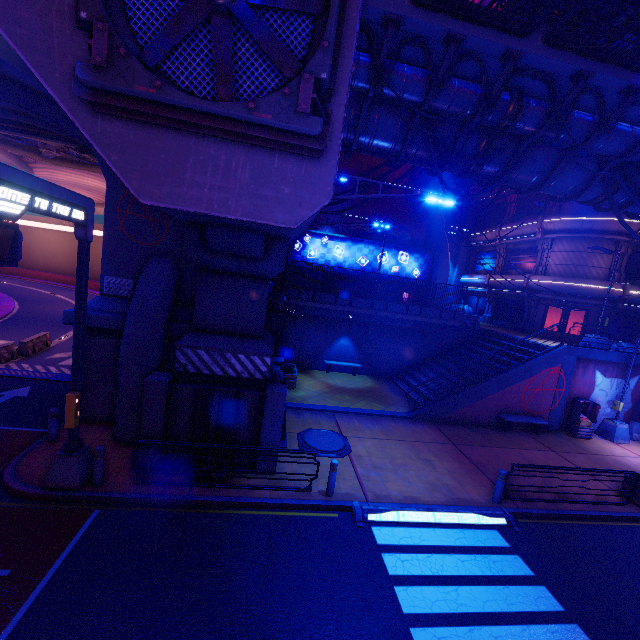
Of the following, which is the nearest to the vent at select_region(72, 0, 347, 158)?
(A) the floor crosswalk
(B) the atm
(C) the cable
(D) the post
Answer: (C) the cable

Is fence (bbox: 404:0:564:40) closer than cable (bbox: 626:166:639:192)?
Yes

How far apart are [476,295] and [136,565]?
35.1 meters

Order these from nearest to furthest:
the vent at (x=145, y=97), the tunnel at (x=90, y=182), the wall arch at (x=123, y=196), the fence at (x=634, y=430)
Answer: the vent at (x=145, y=97)
the wall arch at (x=123, y=196)
the fence at (x=634, y=430)
the tunnel at (x=90, y=182)

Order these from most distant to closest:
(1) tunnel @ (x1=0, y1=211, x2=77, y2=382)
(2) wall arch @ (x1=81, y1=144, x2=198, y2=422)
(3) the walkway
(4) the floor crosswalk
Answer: (1) tunnel @ (x1=0, y1=211, x2=77, y2=382) → (2) wall arch @ (x1=81, y1=144, x2=198, y2=422) → (4) the floor crosswalk → (3) the walkway

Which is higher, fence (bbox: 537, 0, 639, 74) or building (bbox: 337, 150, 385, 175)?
building (bbox: 337, 150, 385, 175)

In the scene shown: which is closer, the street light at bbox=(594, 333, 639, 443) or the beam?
the beam

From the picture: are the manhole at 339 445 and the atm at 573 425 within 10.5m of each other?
no
